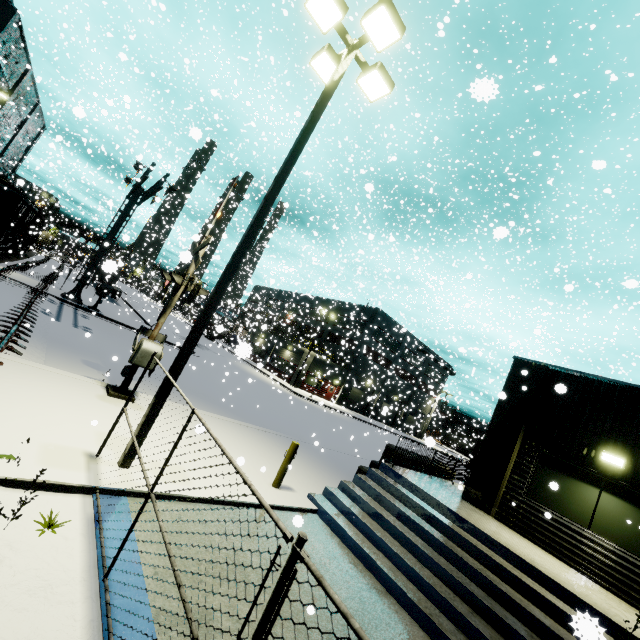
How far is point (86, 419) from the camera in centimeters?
675cm

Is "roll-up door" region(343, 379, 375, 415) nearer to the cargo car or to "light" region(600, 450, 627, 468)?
the cargo car

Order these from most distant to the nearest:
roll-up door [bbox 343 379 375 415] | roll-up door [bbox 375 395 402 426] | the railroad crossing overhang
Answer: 1. roll-up door [bbox 343 379 375 415]
2. the railroad crossing overhang
3. roll-up door [bbox 375 395 402 426]

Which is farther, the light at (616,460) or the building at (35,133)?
the building at (35,133)

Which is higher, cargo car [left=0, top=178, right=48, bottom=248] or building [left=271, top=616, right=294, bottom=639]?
cargo car [left=0, top=178, right=48, bottom=248]

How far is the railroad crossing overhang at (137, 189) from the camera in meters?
17.4

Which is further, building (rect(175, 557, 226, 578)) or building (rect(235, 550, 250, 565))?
building (rect(235, 550, 250, 565))

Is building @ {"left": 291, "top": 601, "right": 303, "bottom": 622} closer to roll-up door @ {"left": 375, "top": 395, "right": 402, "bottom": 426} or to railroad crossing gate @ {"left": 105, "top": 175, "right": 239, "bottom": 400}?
roll-up door @ {"left": 375, "top": 395, "right": 402, "bottom": 426}
